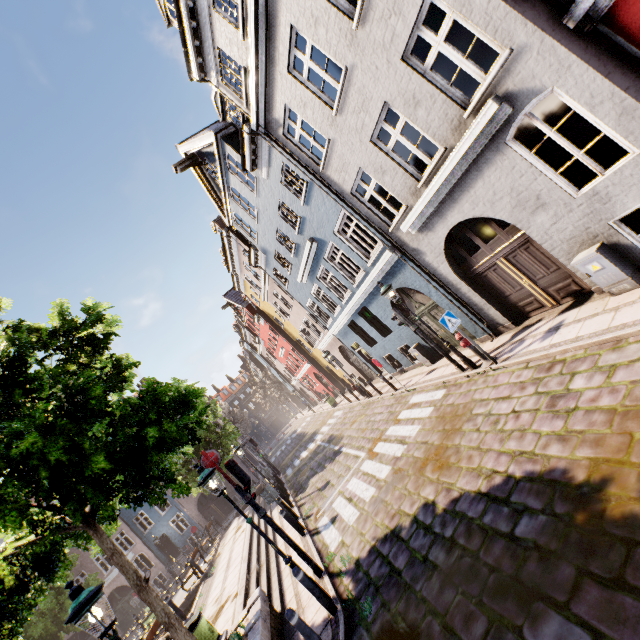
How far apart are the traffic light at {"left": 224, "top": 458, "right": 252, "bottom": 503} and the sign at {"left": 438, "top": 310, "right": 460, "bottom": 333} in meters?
6.4

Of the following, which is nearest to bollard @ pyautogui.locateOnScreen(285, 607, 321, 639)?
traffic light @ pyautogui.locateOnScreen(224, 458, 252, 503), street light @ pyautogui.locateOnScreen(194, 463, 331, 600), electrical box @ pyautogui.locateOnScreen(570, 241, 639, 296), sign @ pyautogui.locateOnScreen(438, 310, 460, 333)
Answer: street light @ pyautogui.locateOnScreen(194, 463, 331, 600)

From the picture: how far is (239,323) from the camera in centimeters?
4381cm

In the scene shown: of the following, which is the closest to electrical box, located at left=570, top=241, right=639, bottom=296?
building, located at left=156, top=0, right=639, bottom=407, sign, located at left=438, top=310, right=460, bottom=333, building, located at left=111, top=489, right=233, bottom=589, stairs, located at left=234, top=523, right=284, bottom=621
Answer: building, located at left=156, top=0, right=639, bottom=407

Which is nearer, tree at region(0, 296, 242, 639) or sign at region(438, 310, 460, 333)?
tree at region(0, 296, 242, 639)

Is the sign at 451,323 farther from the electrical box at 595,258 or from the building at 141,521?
the building at 141,521

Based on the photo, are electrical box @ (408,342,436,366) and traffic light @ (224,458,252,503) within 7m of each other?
no

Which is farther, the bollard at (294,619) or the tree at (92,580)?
the tree at (92,580)
